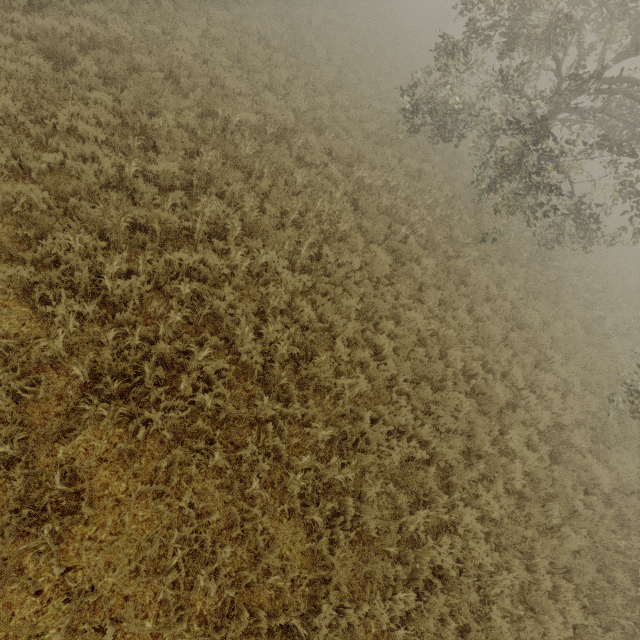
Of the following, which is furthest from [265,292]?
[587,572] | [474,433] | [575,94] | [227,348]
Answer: [575,94]
